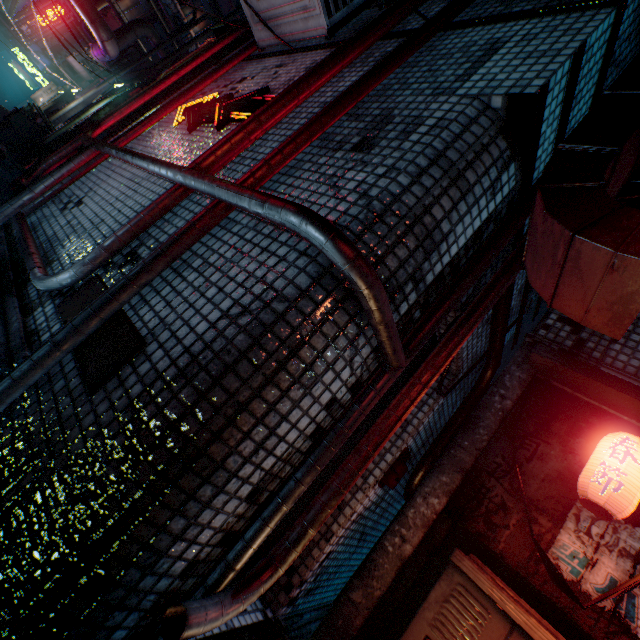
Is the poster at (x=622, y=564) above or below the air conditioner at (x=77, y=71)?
below

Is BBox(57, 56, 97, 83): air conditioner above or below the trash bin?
above

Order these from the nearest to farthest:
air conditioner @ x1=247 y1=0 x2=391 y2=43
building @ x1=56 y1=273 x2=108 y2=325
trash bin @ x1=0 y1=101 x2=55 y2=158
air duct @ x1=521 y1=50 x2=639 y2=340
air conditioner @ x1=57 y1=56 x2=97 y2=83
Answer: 1. air duct @ x1=521 y1=50 x2=639 y2=340
2. building @ x1=56 y1=273 x2=108 y2=325
3. air conditioner @ x1=247 y1=0 x2=391 y2=43
4. trash bin @ x1=0 y1=101 x2=55 y2=158
5. air conditioner @ x1=57 y1=56 x2=97 y2=83

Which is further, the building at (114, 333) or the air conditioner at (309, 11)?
the air conditioner at (309, 11)

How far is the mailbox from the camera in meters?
2.3 m

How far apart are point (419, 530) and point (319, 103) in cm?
305

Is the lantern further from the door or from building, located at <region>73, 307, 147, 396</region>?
building, located at <region>73, 307, 147, 396</region>

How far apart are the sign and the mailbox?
2.7 meters
